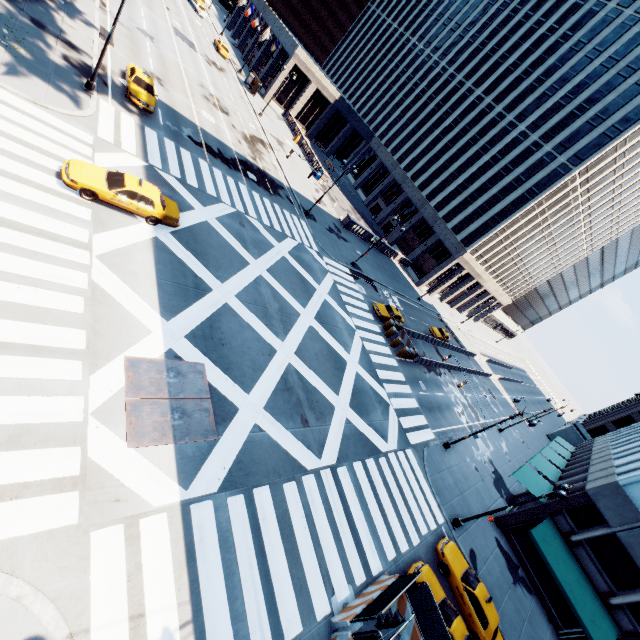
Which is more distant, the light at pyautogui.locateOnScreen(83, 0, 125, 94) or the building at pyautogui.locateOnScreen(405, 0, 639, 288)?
the building at pyautogui.locateOnScreen(405, 0, 639, 288)

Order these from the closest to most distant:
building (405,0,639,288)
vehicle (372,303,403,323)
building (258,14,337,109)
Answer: vehicle (372,303,403,323) < building (405,0,639,288) < building (258,14,337,109)

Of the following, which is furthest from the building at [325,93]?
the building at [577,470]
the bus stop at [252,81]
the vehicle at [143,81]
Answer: the vehicle at [143,81]

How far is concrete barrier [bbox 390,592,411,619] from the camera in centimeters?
1367cm

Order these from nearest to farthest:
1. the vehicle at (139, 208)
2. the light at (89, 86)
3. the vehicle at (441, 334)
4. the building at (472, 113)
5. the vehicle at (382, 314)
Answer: the vehicle at (139, 208)
the light at (89, 86)
the vehicle at (382, 314)
the building at (472, 113)
the vehicle at (441, 334)

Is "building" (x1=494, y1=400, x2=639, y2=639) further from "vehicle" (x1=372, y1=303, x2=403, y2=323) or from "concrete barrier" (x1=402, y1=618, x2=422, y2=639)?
"vehicle" (x1=372, y1=303, x2=403, y2=323)

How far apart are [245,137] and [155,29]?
16.2m

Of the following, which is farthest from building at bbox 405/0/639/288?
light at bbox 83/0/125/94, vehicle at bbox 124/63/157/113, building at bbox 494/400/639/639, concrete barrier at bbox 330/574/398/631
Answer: concrete barrier at bbox 330/574/398/631
